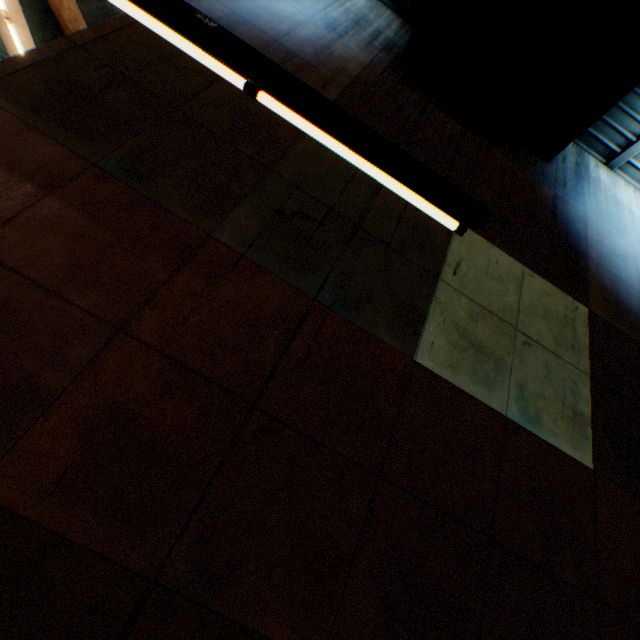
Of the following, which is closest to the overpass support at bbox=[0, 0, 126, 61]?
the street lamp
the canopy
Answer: the canopy

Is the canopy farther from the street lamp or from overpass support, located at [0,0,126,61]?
overpass support, located at [0,0,126,61]

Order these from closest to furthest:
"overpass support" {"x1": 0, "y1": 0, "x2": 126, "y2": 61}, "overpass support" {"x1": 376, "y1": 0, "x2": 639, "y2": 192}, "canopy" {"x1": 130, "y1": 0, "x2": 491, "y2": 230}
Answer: "canopy" {"x1": 130, "y1": 0, "x2": 491, "y2": 230} → "overpass support" {"x1": 376, "y1": 0, "x2": 639, "y2": 192} → "overpass support" {"x1": 0, "y1": 0, "x2": 126, "y2": 61}

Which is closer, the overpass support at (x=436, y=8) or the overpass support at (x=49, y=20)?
the overpass support at (x=436, y=8)

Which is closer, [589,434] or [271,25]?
[589,434]

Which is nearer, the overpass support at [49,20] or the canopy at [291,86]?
the canopy at [291,86]
